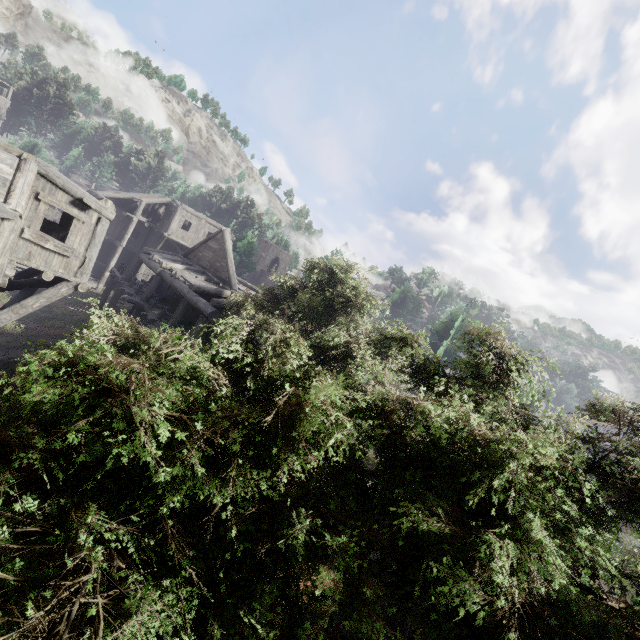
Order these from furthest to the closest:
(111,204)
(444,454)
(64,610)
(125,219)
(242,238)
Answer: (242,238)
(125,219)
(111,204)
(444,454)
(64,610)
